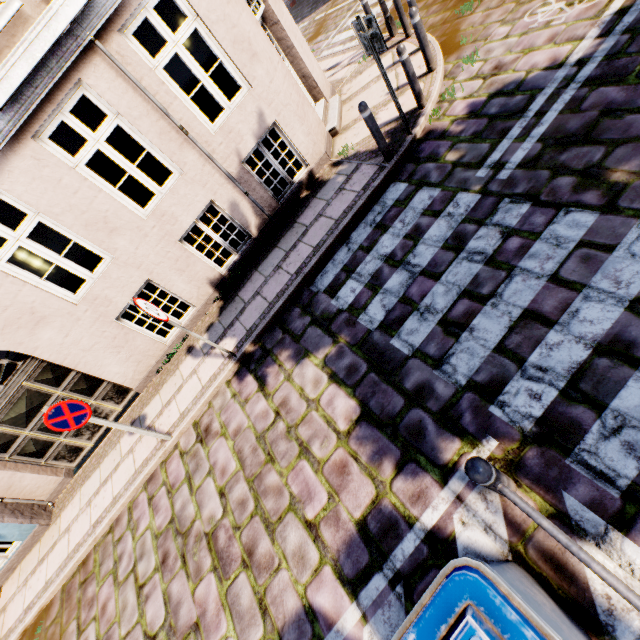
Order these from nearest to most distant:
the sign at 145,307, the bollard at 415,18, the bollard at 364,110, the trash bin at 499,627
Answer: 1. the trash bin at 499,627
2. the sign at 145,307
3. the bollard at 364,110
4. the bollard at 415,18

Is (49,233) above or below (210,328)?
above

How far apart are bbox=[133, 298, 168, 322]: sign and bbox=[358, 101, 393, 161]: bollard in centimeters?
447cm

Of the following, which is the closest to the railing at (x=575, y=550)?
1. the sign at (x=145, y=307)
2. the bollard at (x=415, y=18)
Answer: the sign at (x=145, y=307)

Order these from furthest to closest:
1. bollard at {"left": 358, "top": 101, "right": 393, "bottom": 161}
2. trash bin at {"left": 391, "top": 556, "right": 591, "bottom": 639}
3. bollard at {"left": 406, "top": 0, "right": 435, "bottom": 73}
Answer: bollard at {"left": 406, "top": 0, "right": 435, "bottom": 73} → bollard at {"left": 358, "top": 101, "right": 393, "bottom": 161} → trash bin at {"left": 391, "top": 556, "right": 591, "bottom": 639}

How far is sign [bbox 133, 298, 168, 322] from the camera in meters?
4.4 m

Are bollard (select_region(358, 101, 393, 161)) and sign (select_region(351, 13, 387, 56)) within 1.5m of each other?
yes

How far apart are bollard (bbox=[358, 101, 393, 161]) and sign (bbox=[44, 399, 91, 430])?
6.19m
